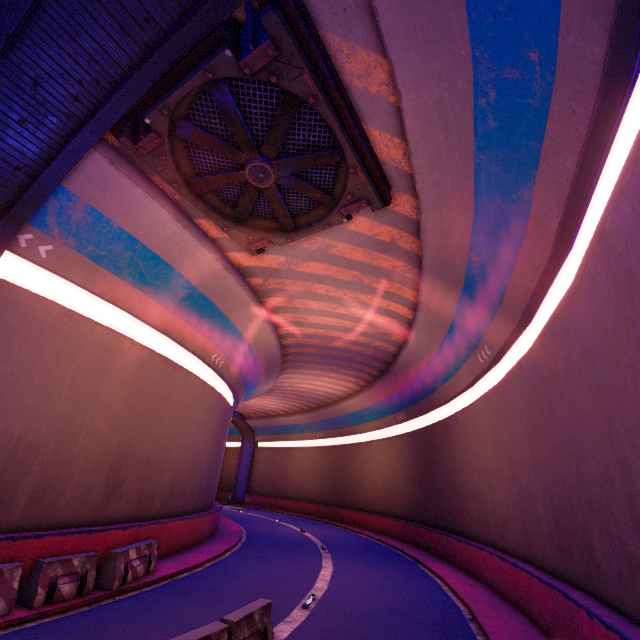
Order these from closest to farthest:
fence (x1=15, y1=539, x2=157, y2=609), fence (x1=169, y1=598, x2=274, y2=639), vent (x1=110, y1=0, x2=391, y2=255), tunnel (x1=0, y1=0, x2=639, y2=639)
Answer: fence (x1=169, y1=598, x2=274, y2=639), tunnel (x1=0, y1=0, x2=639, y2=639), vent (x1=110, y1=0, x2=391, y2=255), fence (x1=15, y1=539, x2=157, y2=609)

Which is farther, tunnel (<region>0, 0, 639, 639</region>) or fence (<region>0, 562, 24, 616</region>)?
fence (<region>0, 562, 24, 616</region>)

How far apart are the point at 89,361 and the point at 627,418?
14.41m

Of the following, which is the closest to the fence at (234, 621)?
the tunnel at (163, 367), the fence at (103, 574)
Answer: the tunnel at (163, 367)

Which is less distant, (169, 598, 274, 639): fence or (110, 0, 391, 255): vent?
(169, 598, 274, 639): fence

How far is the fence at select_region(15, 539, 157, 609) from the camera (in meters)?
7.64

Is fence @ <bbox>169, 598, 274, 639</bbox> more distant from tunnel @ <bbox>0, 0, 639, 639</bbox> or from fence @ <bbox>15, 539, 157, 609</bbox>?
fence @ <bbox>15, 539, 157, 609</bbox>

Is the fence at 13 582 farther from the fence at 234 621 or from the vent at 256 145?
the vent at 256 145
